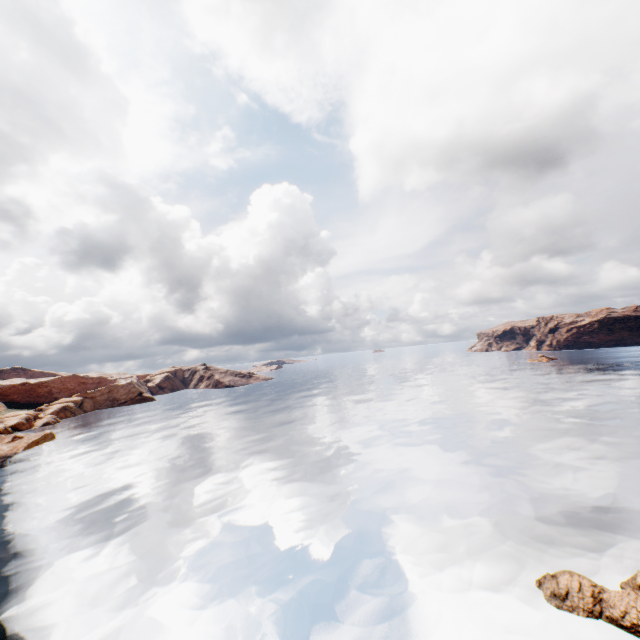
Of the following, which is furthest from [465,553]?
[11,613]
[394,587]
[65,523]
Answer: [65,523]

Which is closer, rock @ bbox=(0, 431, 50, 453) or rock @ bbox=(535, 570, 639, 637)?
rock @ bbox=(535, 570, 639, 637)

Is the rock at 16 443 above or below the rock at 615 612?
above

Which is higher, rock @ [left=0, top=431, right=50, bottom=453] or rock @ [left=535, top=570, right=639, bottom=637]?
rock @ [left=0, top=431, right=50, bottom=453]

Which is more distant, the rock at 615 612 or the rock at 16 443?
the rock at 16 443
